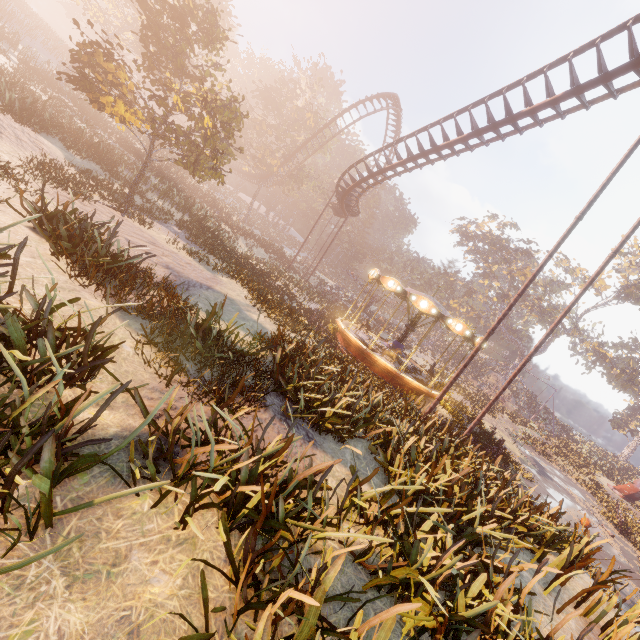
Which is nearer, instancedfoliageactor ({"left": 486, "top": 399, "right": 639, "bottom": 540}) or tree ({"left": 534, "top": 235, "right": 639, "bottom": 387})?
instancedfoliageactor ({"left": 486, "top": 399, "right": 639, "bottom": 540})

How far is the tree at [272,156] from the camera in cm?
3975

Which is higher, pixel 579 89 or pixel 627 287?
pixel 627 287

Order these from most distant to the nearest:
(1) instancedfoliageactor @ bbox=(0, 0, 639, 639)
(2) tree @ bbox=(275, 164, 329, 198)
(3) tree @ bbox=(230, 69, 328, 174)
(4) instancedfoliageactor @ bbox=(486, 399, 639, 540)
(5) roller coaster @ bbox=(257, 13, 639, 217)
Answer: (2) tree @ bbox=(275, 164, 329, 198) → (3) tree @ bbox=(230, 69, 328, 174) → (4) instancedfoliageactor @ bbox=(486, 399, 639, 540) → (5) roller coaster @ bbox=(257, 13, 639, 217) → (1) instancedfoliageactor @ bbox=(0, 0, 639, 639)

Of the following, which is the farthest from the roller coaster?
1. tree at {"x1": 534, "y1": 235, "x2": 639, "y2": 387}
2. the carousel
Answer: tree at {"x1": 534, "y1": 235, "x2": 639, "y2": 387}

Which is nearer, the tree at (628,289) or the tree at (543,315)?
the tree at (628,289)

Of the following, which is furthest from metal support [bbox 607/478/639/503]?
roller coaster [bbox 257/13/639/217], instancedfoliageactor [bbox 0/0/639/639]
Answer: roller coaster [bbox 257/13/639/217]

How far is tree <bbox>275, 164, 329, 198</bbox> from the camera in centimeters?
4234cm
